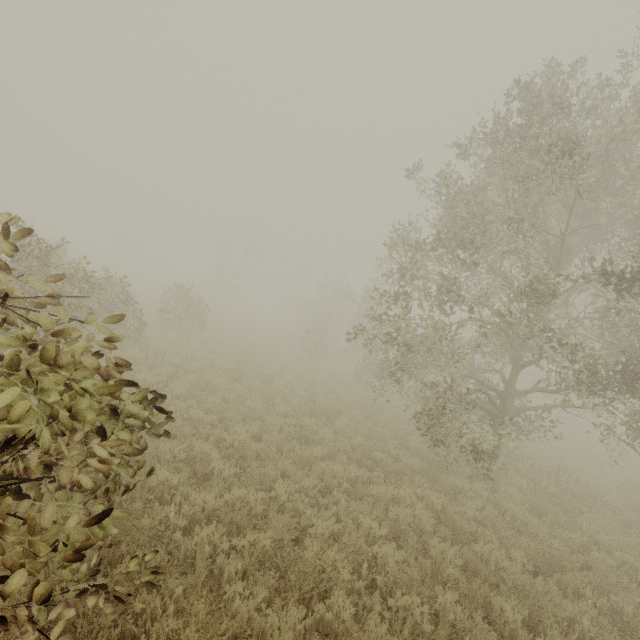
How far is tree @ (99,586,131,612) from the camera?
2.8m

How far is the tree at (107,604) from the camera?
2.8 meters

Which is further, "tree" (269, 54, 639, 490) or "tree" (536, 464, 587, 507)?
"tree" (536, 464, 587, 507)

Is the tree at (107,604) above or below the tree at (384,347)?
below

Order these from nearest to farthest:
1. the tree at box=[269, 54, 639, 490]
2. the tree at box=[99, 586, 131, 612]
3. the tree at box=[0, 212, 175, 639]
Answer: the tree at box=[0, 212, 175, 639] < the tree at box=[99, 586, 131, 612] < the tree at box=[269, 54, 639, 490]

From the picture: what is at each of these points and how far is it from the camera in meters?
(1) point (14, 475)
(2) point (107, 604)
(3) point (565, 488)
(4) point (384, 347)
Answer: (1) tree, 2.3
(2) tree, 2.8
(3) tree, 10.8
(4) tree, 17.7
